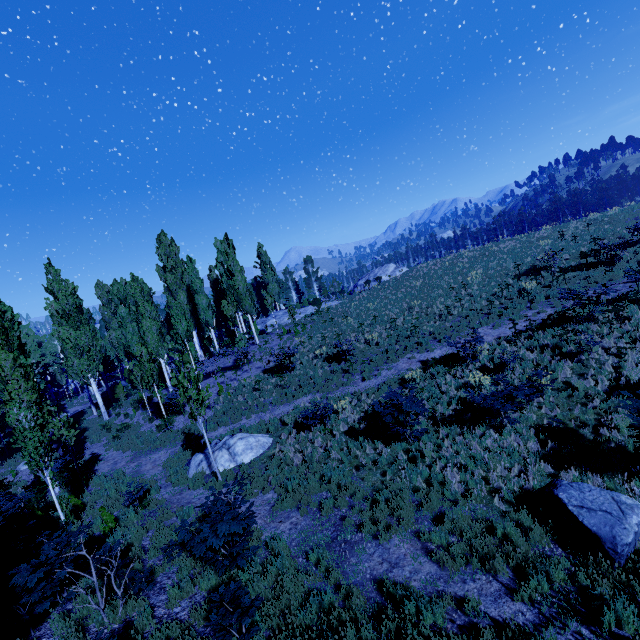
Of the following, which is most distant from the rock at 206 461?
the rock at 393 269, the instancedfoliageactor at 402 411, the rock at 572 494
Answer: the rock at 393 269

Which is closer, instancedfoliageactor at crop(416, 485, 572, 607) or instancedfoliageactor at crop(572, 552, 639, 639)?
instancedfoliageactor at crop(572, 552, 639, 639)

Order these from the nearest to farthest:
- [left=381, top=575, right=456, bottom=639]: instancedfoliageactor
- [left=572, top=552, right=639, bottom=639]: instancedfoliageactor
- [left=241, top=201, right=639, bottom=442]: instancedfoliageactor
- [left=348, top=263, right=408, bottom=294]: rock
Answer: [left=572, top=552, right=639, bottom=639]: instancedfoliageactor → [left=381, top=575, right=456, bottom=639]: instancedfoliageactor → [left=241, top=201, right=639, bottom=442]: instancedfoliageactor → [left=348, top=263, right=408, bottom=294]: rock

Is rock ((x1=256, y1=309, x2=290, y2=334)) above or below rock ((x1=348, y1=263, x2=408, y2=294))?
below

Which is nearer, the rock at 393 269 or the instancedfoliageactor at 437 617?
the instancedfoliageactor at 437 617

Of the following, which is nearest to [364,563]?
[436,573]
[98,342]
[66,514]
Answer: [436,573]

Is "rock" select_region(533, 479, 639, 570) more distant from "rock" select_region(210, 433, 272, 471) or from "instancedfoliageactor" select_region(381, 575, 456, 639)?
"rock" select_region(210, 433, 272, 471)

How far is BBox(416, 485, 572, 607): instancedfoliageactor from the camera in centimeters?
560cm
